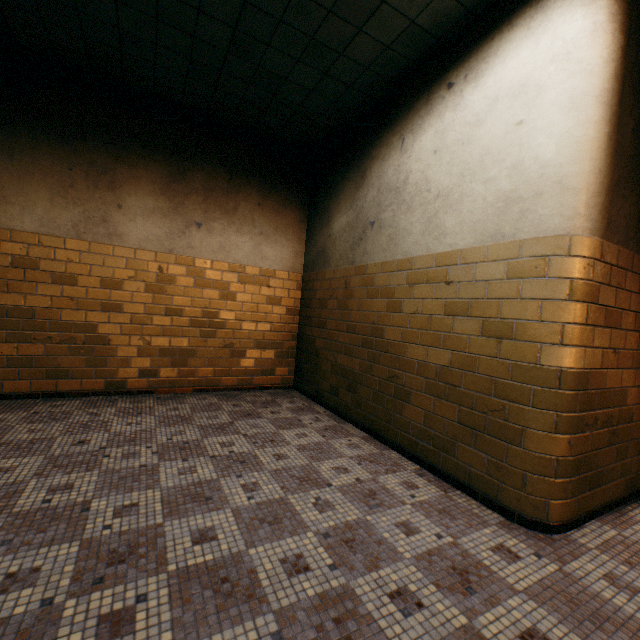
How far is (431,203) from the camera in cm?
307
